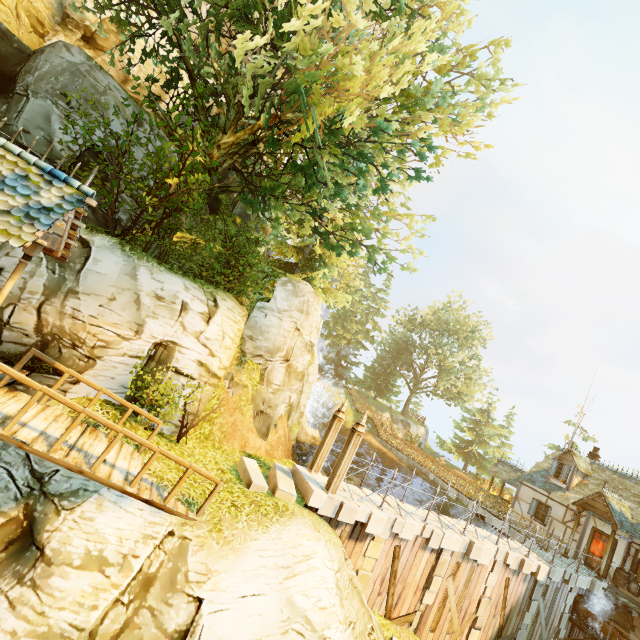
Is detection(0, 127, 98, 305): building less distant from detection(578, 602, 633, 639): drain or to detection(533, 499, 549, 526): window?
detection(578, 602, 633, 639): drain

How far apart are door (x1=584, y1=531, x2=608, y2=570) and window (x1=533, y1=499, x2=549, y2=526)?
2.4m

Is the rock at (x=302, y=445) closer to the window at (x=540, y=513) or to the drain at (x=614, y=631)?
the window at (x=540, y=513)

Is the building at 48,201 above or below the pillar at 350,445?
above

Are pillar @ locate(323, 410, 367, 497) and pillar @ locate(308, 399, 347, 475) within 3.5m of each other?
yes

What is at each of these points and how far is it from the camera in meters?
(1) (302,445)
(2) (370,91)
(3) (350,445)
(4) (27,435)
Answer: (1) rock, 19.4 m
(2) tree, 11.1 m
(3) pillar, 10.0 m
(4) wooden platform, 5.9 m

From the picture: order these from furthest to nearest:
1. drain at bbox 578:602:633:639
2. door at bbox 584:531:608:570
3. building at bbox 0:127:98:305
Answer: door at bbox 584:531:608:570
drain at bbox 578:602:633:639
building at bbox 0:127:98:305

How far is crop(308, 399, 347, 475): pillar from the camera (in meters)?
11.10
